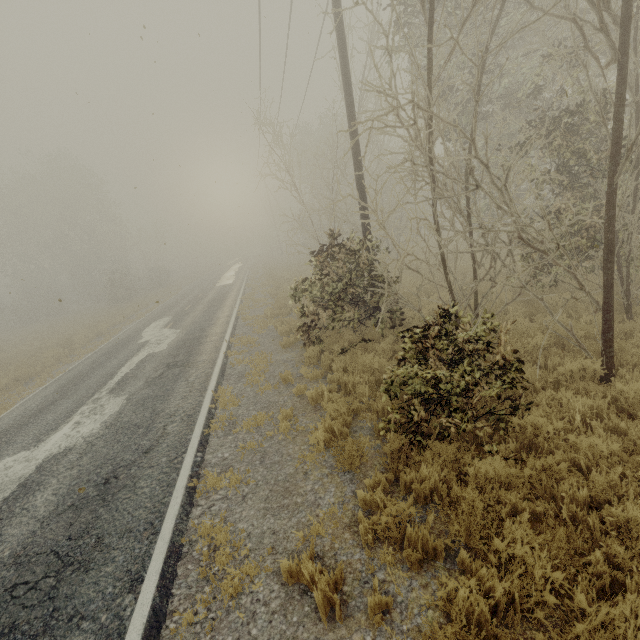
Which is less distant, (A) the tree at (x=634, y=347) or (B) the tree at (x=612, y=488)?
(B) the tree at (x=612, y=488)

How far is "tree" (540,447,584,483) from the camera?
3.8 meters

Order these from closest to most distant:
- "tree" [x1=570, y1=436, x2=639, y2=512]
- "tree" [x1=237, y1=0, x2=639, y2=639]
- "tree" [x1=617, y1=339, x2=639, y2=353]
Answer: "tree" [x1=570, y1=436, x2=639, y2=512]
"tree" [x1=237, y1=0, x2=639, y2=639]
"tree" [x1=617, y1=339, x2=639, y2=353]

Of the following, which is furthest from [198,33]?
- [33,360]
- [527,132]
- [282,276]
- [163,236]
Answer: [163,236]

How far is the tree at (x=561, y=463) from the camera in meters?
3.8 m

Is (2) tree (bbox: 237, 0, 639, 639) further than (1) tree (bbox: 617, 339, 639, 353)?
No

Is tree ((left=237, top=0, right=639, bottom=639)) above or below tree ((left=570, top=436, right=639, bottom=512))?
above
